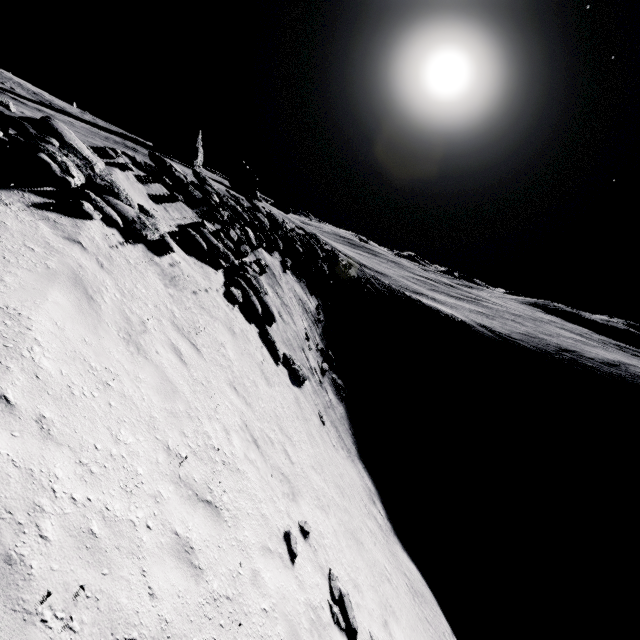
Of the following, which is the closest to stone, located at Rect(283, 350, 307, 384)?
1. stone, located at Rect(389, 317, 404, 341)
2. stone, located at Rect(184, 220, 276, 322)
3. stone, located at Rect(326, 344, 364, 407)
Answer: stone, located at Rect(184, 220, 276, 322)

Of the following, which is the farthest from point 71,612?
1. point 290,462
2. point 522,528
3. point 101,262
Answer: point 522,528

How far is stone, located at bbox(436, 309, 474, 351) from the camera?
48.97m

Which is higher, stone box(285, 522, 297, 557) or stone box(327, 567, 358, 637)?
stone box(285, 522, 297, 557)

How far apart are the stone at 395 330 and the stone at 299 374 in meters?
23.4

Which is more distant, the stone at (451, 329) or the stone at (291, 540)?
the stone at (451, 329)

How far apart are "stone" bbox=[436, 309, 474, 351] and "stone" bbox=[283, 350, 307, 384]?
36.3 meters

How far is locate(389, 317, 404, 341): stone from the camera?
39.62m
